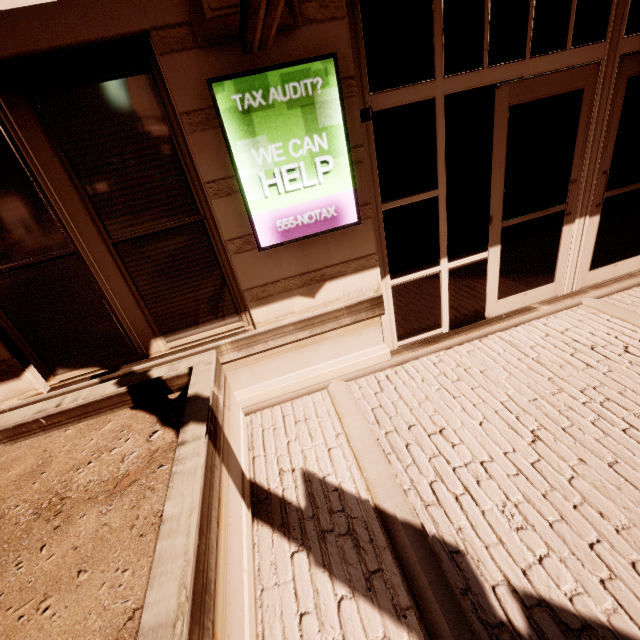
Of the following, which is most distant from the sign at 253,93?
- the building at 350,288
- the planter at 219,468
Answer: the planter at 219,468

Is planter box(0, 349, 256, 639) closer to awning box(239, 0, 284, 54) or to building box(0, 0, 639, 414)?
building box(0, 0, 639, 414)

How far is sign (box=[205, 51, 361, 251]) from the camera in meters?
2.4 m

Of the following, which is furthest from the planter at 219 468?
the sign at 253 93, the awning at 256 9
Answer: the awning at 256 9

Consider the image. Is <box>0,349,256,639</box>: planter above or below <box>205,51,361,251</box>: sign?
below

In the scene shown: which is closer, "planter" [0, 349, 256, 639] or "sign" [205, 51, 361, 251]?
"planter" [0, 349, 256, 639]

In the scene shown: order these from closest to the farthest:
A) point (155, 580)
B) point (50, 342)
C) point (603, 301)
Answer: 1. point (155, 580)
2. point (50, 342)
3. point (603, 301)

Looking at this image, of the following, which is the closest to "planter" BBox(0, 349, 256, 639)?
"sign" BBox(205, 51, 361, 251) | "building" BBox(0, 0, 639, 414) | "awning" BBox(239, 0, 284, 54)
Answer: "building" BBox(0, 0, 639, 414)
